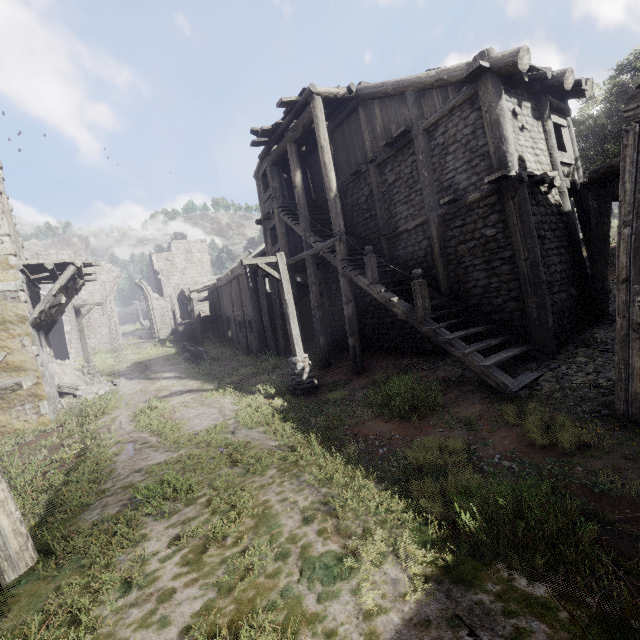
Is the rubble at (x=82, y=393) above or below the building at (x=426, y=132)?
below

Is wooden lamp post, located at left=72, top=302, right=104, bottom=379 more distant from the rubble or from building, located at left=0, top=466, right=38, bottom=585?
A: building, located at left=0, top=466, right=38, bottom=585

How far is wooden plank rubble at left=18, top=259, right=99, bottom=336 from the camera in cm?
1257

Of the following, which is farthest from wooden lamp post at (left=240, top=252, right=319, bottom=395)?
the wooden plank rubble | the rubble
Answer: the rubble

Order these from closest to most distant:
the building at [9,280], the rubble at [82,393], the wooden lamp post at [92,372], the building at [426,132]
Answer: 1. the building at [426,132]
2. the building at [9,280]
3. the rubble at [82,393]
4. the wooden lamp post at [92,372]

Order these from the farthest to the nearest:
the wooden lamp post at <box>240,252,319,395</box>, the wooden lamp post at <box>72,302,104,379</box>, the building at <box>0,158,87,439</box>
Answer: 1. the wooden lamp post at <box>72,302,104,379</box>
2. the building at <box>0,158,87,439</box>
3. the wooden lamp post at <box>240,252,319,395</box>

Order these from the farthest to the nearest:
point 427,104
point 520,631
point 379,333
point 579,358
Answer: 1. point 379,333
2. point 427,104
3. point 579,358
4. point 520,631

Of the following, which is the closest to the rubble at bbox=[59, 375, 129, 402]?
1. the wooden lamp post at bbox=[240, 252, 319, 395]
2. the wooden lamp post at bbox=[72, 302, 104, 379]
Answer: the wooden lamp post at bbox=[72, 302, 104, 379]
